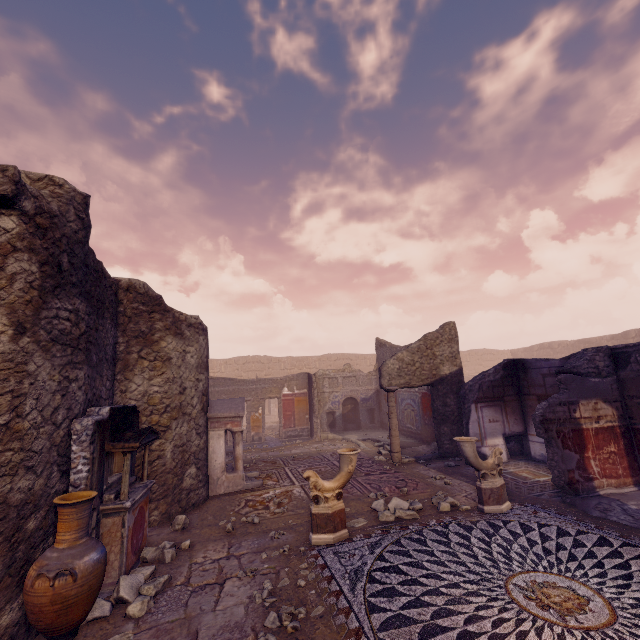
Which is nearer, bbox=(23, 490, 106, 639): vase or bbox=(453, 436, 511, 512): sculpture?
bbox=(23, 490, 106, 639): vase

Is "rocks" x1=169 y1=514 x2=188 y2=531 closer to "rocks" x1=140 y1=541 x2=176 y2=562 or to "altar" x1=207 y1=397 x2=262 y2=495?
"rocks" x1=140 y1=541 x2=176 y2=562

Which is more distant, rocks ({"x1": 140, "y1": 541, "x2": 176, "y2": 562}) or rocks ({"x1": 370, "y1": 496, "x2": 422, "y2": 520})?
rocks ({"x1": 370, "y1": 496, "x2": 422, "y2": 520})

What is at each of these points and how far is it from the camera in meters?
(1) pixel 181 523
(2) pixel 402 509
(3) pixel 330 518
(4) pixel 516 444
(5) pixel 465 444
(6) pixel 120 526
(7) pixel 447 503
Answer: (1) rocks, 5.7 m
(2) rocks, 5.8 m
(3) sculpture, 4.9 m
(4) debris pile, 9.5 m
(5) sculpture, 5.7 m
(6) altar, 4.2 m
(7) rocks, 5.9 m

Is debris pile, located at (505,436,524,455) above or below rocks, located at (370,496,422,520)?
above

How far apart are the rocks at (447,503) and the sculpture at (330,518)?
1.9 meters

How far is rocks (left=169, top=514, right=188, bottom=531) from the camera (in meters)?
5.66

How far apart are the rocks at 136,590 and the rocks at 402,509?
3.32m
